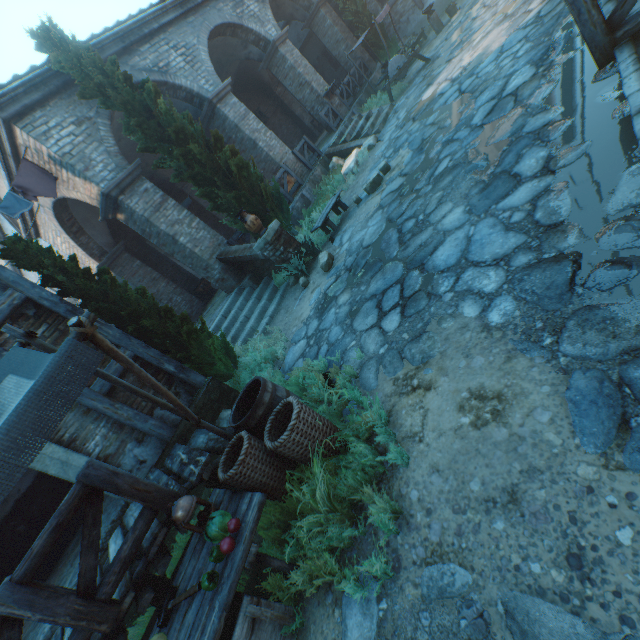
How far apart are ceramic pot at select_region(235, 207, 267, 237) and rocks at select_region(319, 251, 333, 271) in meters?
1.6 m

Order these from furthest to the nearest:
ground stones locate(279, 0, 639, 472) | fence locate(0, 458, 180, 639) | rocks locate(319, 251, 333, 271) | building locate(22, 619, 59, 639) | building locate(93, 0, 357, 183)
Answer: building locate(93, 0, 357, 183) → rocks locate(319, 251, 333, 271) → building locate(22, 619, 59, 639) → fence locate(0, 458, 180, 639) → ground stones locate(279, 0, 639, 472)

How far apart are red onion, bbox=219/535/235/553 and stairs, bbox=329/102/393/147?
12.4m

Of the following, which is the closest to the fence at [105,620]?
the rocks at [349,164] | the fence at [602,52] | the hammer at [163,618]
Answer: the hammer at [163,618]

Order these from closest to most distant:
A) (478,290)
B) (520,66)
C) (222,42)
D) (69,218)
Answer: (478,290) < (520,66) < (69,218) < (222,42)

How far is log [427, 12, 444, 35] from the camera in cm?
1352

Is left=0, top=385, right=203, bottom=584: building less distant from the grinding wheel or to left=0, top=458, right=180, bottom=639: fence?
left=0, top=458, right=180, bottom=639: fence

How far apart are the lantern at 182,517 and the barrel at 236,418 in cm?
72
